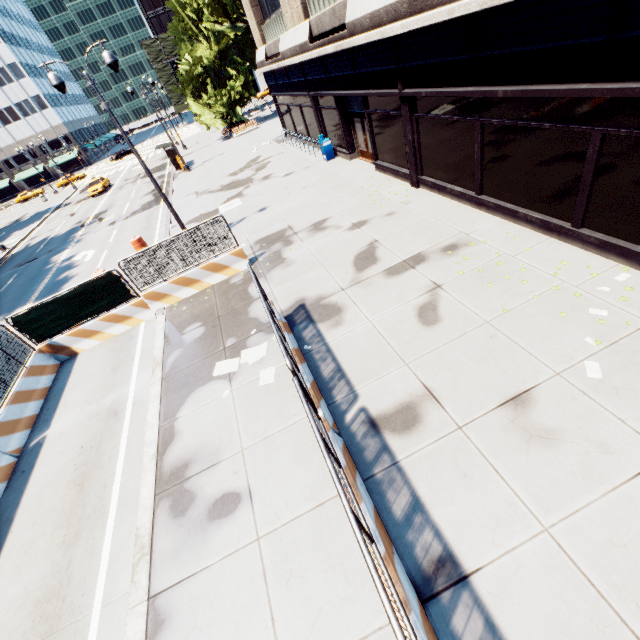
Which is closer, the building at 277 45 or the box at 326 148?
the building at 277 45

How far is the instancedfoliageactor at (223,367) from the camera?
8.2m

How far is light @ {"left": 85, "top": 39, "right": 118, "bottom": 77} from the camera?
10.40m

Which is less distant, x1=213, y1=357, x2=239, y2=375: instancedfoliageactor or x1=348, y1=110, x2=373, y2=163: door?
x1=213, y1=357, x2=239, y2=375: instancedfoliageactor

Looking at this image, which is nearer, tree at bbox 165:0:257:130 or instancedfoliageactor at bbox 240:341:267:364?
instancedfoliageactor at bbox 240:341:267:364

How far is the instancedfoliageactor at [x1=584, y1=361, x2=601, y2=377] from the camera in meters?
5.4 m

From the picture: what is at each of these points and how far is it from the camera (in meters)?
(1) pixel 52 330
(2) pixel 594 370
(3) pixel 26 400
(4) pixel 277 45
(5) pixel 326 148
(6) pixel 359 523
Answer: (1) fence, 11.11
(2) instancedfoliageactor, 5.44
(3) concrete barrier, 9.69
(4) building, 19.78
(5) box, 18.70
(6) fence, 3.36

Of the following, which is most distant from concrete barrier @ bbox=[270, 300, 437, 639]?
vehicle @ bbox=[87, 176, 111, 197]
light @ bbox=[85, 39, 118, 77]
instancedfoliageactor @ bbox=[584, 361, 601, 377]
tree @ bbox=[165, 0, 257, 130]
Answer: vehicle @ bbox=[87, 176, 111, 197]
